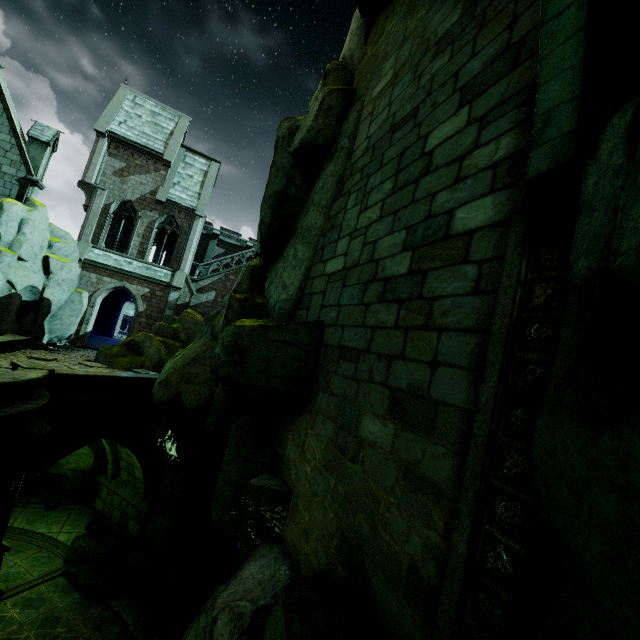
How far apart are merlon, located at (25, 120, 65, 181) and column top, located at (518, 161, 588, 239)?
25.35m

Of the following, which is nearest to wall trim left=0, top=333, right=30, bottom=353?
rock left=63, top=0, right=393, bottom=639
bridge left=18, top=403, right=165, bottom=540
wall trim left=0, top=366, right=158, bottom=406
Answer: rock left=63, top=0, right=393, bottom=639

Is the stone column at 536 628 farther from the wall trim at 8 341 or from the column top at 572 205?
the wall trim at 8 341

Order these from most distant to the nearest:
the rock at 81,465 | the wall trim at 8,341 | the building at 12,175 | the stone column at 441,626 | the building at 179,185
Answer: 1. the building at 179,185
2. the building at 12,175
3. the rock at 81,465
4. the wall trim at 8,341
5. the stone column at 441,626

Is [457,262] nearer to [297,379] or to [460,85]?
[460,85]

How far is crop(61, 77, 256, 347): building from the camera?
24.1 meters

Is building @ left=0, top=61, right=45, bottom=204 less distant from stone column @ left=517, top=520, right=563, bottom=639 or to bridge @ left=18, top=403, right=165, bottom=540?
bridge @ left=18, top=403, right=165, bottom=540
